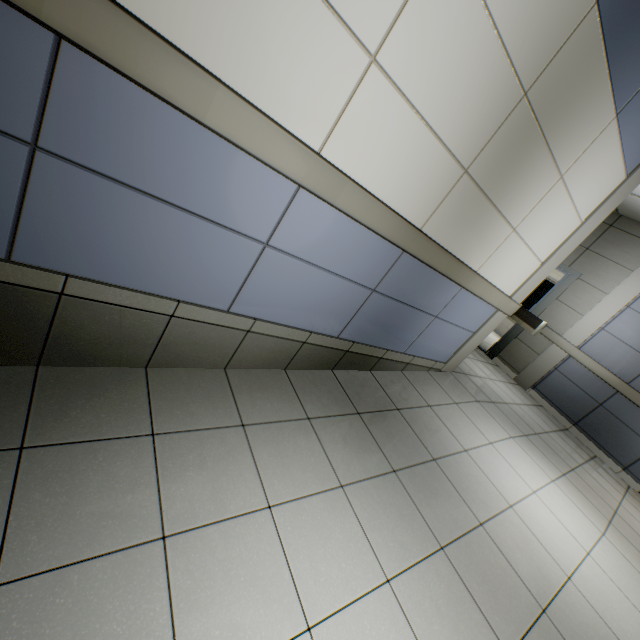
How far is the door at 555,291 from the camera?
5.9m

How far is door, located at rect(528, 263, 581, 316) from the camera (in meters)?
5.88

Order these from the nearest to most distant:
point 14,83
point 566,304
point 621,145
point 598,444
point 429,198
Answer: point 14,83 < point 429,198 < point 621,145 < point 598,444 < point 566,304

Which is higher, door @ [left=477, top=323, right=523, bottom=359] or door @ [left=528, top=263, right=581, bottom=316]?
door @ [left=528, top=263, right=581, bottom=316]
